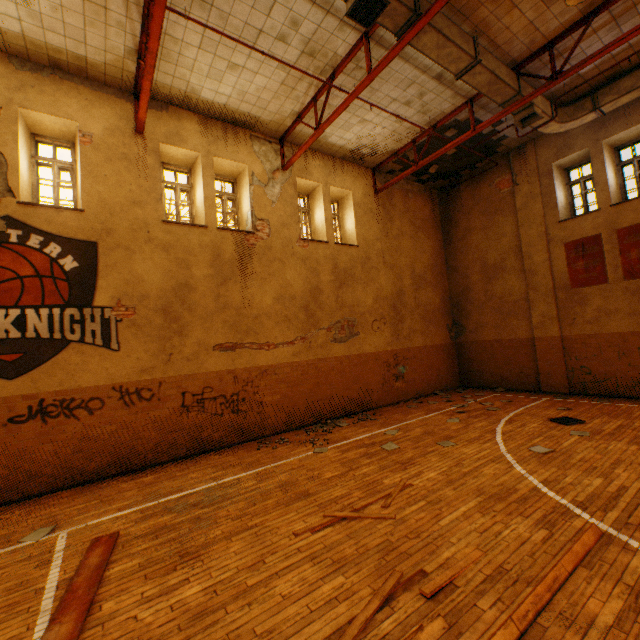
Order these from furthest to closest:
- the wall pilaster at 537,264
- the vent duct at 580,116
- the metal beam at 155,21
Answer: the wall pilaster at 537,264
the vent duct at 580,116
the metal beam at 155,21

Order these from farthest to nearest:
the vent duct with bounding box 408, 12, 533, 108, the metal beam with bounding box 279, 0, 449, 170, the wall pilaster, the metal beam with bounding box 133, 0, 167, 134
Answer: the wall pilaster
the vent duct with bounding box 408, 12, 533, 108
the metal beam with bounding box 279, 0, 449, 170
the metal beam with bounding box 133, 0, 167, 134

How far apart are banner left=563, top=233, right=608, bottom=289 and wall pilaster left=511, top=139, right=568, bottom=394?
0.4 meters

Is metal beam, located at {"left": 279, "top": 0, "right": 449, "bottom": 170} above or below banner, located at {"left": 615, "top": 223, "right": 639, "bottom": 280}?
above

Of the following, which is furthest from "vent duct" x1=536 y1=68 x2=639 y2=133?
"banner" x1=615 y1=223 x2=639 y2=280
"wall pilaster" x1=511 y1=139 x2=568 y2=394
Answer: "banner" x1=615 y1=223 x2=639 y2=280

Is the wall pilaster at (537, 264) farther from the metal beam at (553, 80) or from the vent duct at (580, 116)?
the metal beam at (553, 80)

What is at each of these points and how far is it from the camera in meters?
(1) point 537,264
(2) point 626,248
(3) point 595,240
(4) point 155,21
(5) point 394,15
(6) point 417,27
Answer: (1) wall pilaster, 11.4
(2) banner, 9.5
(3) banner, 10.1
(4) metal beam, 5.3
(5) vent duct, 5.9
(6) metal beam, 5.8

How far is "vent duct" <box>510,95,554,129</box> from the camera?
8.6 meters
